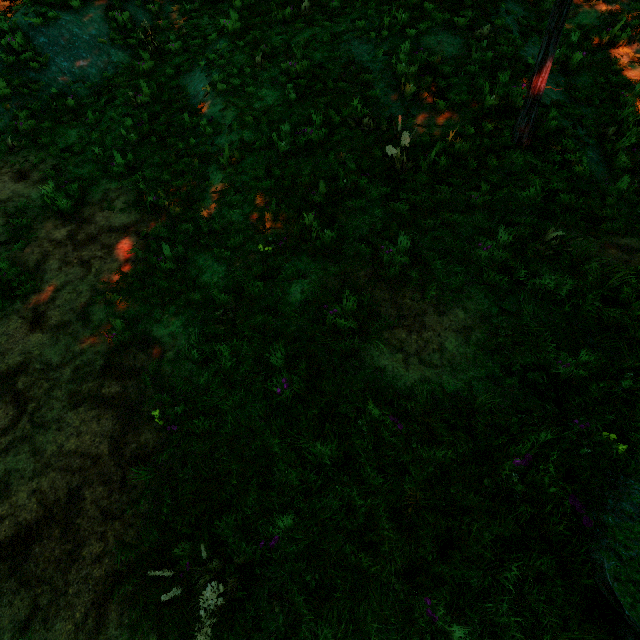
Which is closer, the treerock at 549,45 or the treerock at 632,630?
the treerock at 632,630

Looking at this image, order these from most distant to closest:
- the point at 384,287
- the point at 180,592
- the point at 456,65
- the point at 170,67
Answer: the point at 170,67 < the point at 456,65 < the point at 384,287 < the point at 180,592

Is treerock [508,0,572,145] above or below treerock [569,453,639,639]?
above

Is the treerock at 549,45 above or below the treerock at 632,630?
above

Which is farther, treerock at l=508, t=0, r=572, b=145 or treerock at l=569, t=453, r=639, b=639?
treerock at l=508, t=0, r=572, b=145
